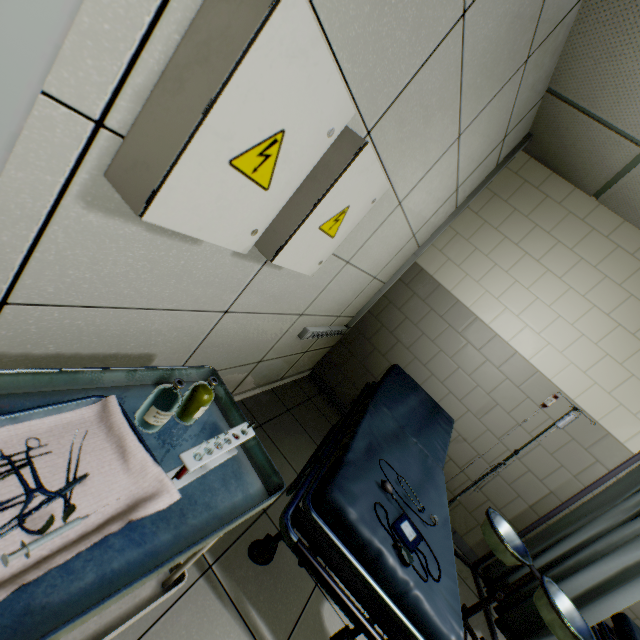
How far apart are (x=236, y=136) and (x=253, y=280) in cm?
84

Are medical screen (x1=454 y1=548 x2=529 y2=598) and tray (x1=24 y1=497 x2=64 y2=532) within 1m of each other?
no

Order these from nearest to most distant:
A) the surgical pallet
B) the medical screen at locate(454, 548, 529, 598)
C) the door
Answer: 1. the door
2. the surgical pallet
3. the medical screen at locate(454, 548, 529, 598)

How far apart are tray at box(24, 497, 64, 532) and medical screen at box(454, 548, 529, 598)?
3.0m

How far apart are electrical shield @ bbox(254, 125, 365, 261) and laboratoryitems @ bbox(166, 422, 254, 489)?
0.6m

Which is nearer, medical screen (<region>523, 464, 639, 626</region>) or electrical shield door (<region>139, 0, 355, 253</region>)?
electrical shield door (<region>139, 0, 355, 253</region>)

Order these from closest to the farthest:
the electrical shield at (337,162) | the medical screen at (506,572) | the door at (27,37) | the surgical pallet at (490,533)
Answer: the door at (27,37)
the electrical shield at (337,162)
the surgical pallet at (490,533)
the medical screen at (506,572)

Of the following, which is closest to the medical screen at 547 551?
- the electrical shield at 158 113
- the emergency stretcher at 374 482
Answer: the emergency stretcher at 374 482
